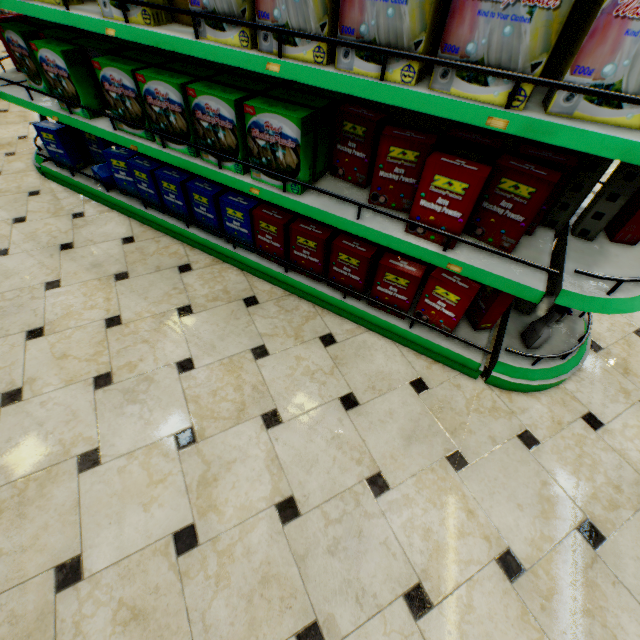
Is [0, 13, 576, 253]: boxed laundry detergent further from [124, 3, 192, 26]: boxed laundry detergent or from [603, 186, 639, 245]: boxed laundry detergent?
[603, 186, 639, 245]: boxed laundry detergent

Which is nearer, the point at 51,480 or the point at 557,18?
the point at 557,18

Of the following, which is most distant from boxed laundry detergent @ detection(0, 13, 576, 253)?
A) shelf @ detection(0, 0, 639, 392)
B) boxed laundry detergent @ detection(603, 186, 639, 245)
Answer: boxed laundry detergent @ detection(603, 186, 639, 245)

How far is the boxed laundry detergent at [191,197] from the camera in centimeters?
191cm

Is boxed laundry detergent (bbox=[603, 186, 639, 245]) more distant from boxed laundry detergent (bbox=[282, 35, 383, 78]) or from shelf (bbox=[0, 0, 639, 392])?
boxed laundry detergent (bbox=[282, 35, 383, 78])

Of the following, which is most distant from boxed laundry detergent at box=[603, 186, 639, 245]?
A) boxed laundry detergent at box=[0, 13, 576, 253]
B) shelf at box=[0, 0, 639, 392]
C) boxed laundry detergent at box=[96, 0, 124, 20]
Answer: boxed laundry detergent at box=[0, 13, 576, 253]

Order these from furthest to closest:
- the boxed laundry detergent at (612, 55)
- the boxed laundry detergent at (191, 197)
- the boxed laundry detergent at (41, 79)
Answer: the boxed laundry detergent at (191, 197)
the boxed laundry detergent at (41, 79)
the boxed laundry detergent at (612, 55)

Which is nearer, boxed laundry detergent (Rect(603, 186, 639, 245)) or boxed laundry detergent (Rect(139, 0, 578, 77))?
boxed laundry detergent (Rect(139, 0, 578, 77))
